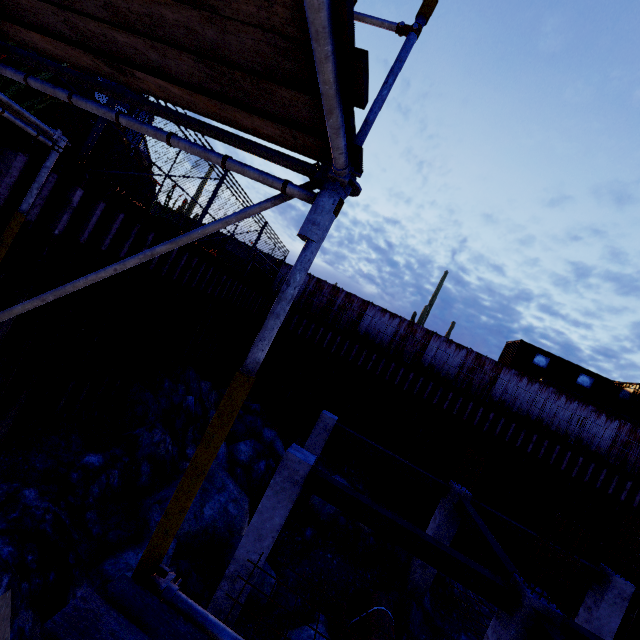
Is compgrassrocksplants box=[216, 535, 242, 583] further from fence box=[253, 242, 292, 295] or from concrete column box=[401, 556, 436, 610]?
fence box=[253, 242, 292, 295]

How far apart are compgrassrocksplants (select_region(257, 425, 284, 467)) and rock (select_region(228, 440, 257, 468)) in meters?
0.4

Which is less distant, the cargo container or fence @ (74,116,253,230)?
fence @ (74,116,253,230)

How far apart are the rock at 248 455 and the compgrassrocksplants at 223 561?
2.59m

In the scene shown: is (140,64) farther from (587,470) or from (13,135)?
(587,470)

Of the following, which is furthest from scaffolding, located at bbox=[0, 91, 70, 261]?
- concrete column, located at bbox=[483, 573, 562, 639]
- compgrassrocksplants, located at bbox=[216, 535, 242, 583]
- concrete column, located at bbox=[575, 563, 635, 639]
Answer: concrete column, located at bbox=[575, 563, 635, 639]

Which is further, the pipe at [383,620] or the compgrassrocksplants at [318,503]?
the compgrassrocksplants at [318,503]

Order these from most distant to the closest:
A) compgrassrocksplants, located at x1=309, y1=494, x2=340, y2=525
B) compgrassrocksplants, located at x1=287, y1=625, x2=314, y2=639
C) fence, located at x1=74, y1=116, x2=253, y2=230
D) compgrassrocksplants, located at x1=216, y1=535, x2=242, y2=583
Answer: compgrassrocksplants, located at x1=309, y1=494, x2=340, y2=525 → compgrassrocksplants, located at x1=216, y1=535, x2=242, y2=583 → compgrassrocksplants, located at x1=287, y1=625, x2=314, y2=639 → fence, located at x1=74, y1=116, x2=253, y2=230
